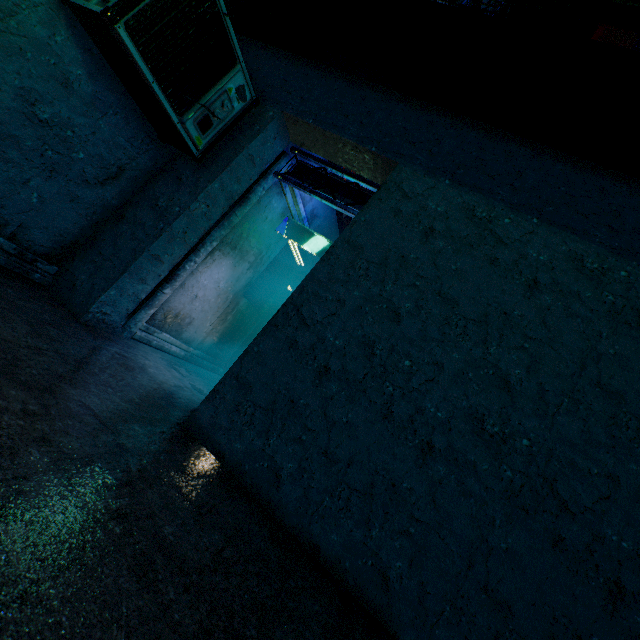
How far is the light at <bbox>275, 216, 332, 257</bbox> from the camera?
4.77m

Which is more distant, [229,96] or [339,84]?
[339,84]

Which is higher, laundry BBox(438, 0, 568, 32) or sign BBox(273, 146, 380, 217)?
laundry BBox(438, 0, 568, 32)

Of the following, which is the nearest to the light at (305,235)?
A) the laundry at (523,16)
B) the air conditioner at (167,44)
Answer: the air conditioner at (167,44)

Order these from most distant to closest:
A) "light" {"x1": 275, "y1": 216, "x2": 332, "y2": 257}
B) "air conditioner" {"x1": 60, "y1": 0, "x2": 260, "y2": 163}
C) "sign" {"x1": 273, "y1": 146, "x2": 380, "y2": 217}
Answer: "light" {"x1": 275, "y1": 216, "x2": 332, "y2": 257} < "sign" {"x1": 273, "y1": 146, "x2": 380, "y2": 217} < "air conditioner" {"x1": 60, "y1": 0, "x2": 260, "y2": 163}

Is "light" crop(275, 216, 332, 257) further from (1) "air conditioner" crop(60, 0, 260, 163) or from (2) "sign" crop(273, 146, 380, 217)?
(1) "air conditioner" crop(60, 0, 260, 163)

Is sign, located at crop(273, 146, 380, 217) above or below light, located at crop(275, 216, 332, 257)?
above

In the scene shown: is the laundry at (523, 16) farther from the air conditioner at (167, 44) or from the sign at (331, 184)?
the air conditioner at (167, 44)
